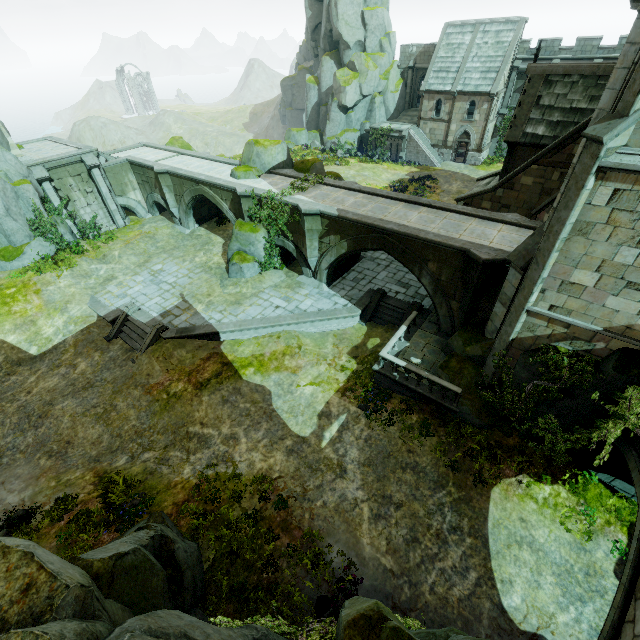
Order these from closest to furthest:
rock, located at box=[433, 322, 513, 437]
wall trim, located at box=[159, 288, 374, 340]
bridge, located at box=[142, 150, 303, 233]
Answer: rock, located at box=[433, 322, 513, 437] → wall trim, located at box=[159, 288, 374, 340] → bridge, located at box=[142, 150, 303, 233]

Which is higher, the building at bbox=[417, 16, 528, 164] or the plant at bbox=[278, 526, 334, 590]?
the building at bbox=[417, 16, 528, 164]

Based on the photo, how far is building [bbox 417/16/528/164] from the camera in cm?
3466

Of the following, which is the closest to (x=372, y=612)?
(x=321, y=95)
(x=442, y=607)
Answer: (x=442, y=607)

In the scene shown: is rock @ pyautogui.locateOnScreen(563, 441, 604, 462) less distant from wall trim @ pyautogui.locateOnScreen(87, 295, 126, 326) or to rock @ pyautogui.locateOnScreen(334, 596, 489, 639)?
wall trim @ pyautogui.locateOnScreen(87, 295, 126, 326)

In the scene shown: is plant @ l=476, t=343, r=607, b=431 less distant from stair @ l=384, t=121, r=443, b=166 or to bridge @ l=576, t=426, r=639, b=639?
bridge @ l=576, t=426, r=639, b=639

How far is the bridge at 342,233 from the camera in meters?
13.8 m

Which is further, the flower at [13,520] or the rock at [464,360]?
the rock at [464,360]
